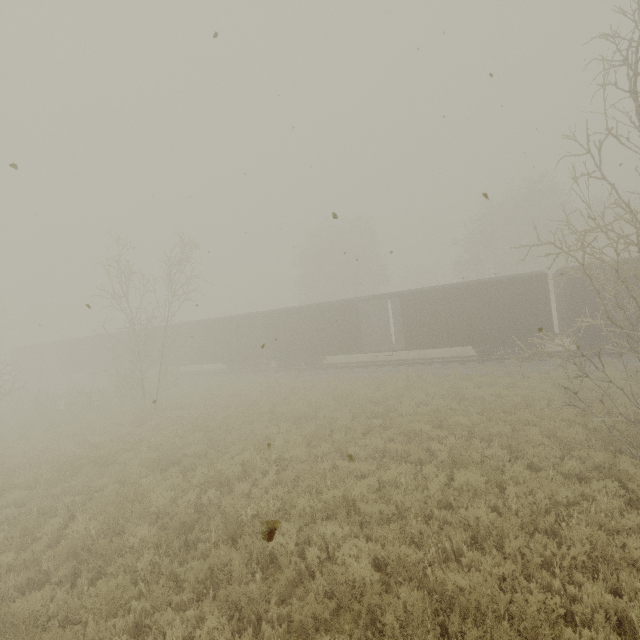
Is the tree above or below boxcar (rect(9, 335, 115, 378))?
below

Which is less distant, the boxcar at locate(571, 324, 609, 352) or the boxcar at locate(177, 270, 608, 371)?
the boxcar at locate(571, 324, 609, 352)

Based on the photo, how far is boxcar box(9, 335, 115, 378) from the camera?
33.6 meters

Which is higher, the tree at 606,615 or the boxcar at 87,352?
the boxcar at 87,352

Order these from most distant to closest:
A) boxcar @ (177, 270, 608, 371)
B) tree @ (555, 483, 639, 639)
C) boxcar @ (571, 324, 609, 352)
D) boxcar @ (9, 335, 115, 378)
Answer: boxcar @ (9, 335, 115, 378) < boxcar @ (177, 270, 608, 371) < boxcar @ (571, 324, 609, 352) < tree @ (555, 483, 639, 639)

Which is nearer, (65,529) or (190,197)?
(65,529)

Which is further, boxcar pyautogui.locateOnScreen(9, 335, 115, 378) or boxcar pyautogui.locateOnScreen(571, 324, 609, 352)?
boxcar pyautogui.locateOnScreen(9, 335, 115, 378)

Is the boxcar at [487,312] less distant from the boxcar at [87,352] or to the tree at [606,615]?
the boxcar at [87,352]
